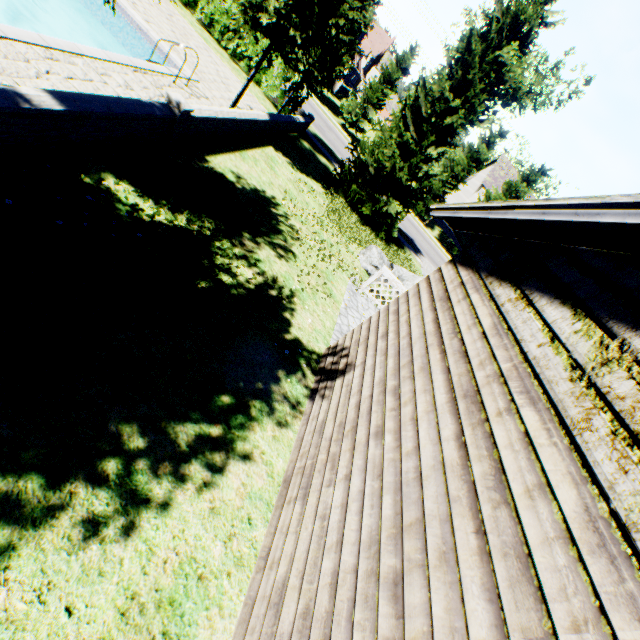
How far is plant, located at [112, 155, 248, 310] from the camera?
5.1 meters

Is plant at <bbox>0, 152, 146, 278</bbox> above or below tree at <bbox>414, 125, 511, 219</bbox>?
below

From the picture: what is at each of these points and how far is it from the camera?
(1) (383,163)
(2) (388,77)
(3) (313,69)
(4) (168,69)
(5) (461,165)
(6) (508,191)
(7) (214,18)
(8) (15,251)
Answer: (1) plant, 14.81m
(2) tree, 29.70m
(3) tree, 14.45m
(4) swimming pool, 9.81m
(5) tree, 31.36m
(6) tree, 32.12m
(7) hedge, 16.08m
(8) plant, 3.70m

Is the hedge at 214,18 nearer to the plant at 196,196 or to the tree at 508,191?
the tree at 508,191

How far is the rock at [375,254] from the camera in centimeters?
1230cm

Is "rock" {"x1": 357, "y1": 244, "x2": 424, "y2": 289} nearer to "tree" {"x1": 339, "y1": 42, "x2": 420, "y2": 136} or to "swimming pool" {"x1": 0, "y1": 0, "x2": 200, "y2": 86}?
"tree" {"x1": 339, "y1": 42, "x2": 420, "y2": 136}

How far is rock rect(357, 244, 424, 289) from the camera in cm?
1230

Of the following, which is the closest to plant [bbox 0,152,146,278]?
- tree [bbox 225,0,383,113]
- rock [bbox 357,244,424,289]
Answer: rock [bbox 357,244,424,289]
